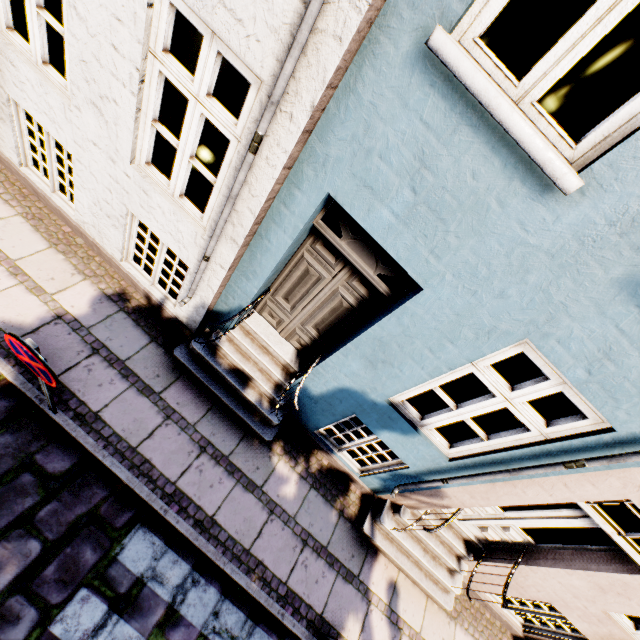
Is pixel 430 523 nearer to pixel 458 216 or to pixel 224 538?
pixel 224 538

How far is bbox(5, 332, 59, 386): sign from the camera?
2.4 meters

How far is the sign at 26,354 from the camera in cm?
243
